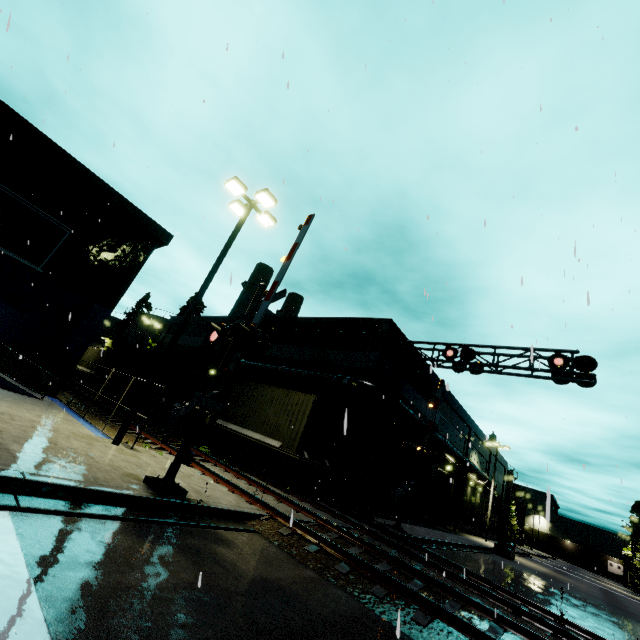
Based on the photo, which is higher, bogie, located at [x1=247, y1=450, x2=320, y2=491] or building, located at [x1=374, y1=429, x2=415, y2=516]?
building, located at [x1=374, y1=429, x2=415, y2=516]

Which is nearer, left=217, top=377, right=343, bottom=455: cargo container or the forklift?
left=217, top=377, right=343, bottom=455: cargo container

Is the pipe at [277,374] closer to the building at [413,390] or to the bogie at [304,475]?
the building at [413,390]

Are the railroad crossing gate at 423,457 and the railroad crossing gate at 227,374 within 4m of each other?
no

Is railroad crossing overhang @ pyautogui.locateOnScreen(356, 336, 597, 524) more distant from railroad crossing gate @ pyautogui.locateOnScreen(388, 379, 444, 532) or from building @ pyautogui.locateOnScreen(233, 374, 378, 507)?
building @ pyautogui.locateOnScreen(233, 374, 378, 507)

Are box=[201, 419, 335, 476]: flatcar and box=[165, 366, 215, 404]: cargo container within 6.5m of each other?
yes

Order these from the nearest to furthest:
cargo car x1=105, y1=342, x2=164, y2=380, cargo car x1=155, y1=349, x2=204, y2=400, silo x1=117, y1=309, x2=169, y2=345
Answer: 1. cargo car x1=155, y1=349, x2=204, y2=400
2. cargo car x1=105, y1=342, x2=164, y2=380
3. silo x1=117, y1=309, x2=169, y2=345

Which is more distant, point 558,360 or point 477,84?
point 558,360
